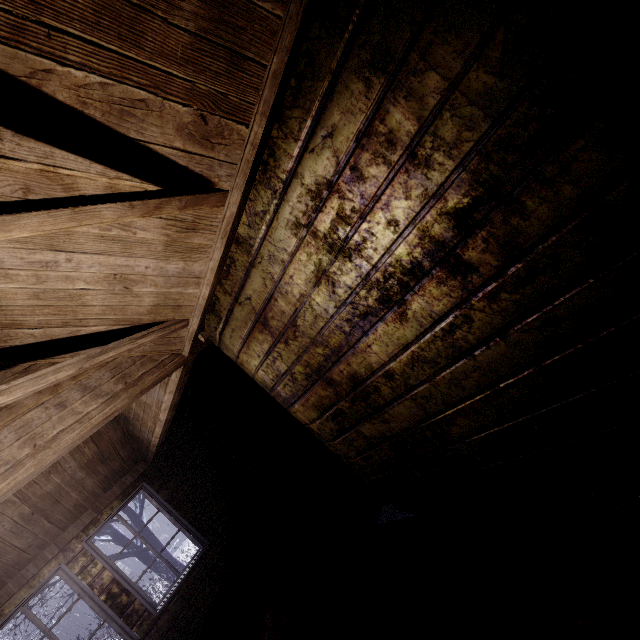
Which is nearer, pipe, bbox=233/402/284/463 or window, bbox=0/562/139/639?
window, bbox=0/562/139/639

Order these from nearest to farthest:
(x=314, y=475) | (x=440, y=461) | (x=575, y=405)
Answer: (x=575, y=405), (x=440, y=461), (x=314, y=475)

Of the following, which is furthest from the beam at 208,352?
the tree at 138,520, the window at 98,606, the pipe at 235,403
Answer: the window at 98,606

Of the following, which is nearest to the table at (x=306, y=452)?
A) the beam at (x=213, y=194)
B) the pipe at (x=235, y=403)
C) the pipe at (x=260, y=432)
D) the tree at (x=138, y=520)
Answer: the pipe at (x=260, y=432)

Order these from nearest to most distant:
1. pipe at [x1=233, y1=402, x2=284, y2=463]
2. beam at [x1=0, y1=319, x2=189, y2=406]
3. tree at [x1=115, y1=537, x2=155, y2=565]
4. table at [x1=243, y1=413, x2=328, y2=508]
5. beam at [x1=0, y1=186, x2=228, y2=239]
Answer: beam at [x1=0, y1=186, x2=228, y2=239], beam at [x1=0, y1=319, x2=189, y2=406], table at [x1=243, y1=413, x2=328, y2=508], pipe at [x1=233, y1=402, x2=284, y2=463], tree at [x1=115, y1=537, x2=155, y2=565]

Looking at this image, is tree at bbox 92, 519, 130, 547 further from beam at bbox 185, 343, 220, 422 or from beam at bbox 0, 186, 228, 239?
beam at bbox 0, 186, 228, 239

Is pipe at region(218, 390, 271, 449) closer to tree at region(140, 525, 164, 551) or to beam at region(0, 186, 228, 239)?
tree at region(140, 525, 164, 551)

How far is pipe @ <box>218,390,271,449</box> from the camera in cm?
535
